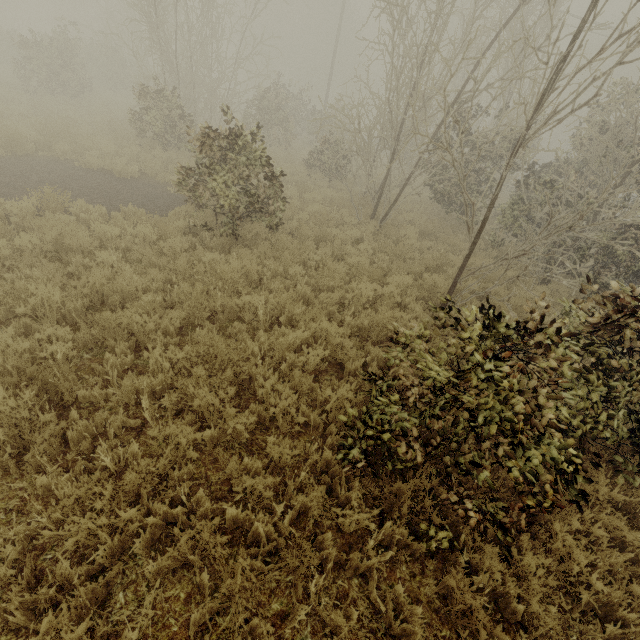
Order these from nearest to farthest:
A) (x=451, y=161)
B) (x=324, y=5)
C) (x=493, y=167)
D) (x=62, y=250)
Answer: (x=62, y=250) → (x=493, y=167) → (x=451, y=161) → (x=324, y=5)
